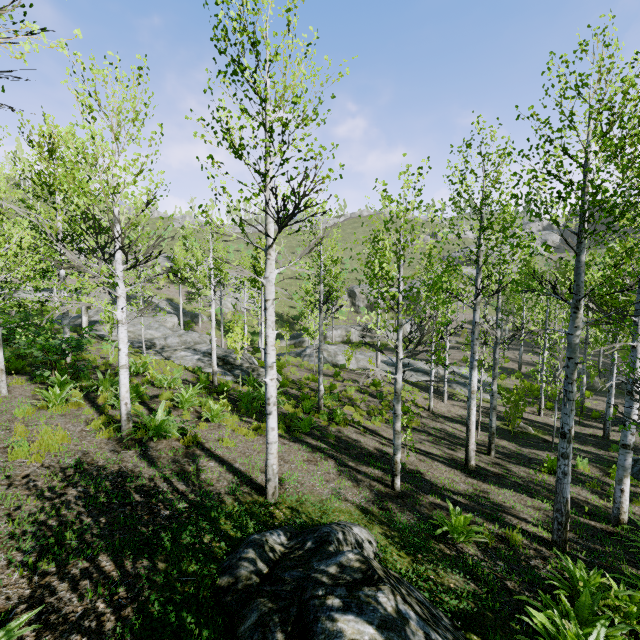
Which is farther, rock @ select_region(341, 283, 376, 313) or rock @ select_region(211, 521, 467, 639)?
rock @ select_region(341, 283, 376, 313)

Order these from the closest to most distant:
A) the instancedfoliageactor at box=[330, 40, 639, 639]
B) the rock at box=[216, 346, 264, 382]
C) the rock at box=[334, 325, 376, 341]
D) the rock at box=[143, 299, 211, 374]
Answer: the instancedfoliageactor at box=[330, 40, 639, 639] → the rock at box=[216, 346, 264, 382] → the rock at box=[143, 299, 211, 374] → the rock at box=[334, 325, 376, 341]

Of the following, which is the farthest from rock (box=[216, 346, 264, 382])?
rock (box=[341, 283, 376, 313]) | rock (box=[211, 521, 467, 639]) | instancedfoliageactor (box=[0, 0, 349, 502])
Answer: rock (box=[341, 283, 376, 313])

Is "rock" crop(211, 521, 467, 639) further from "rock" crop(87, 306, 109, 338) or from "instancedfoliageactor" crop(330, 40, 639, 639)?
"rock" crop(87, 306, 109, 338)

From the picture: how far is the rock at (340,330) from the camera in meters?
39.7 m

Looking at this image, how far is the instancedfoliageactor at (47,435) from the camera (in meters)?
5.70

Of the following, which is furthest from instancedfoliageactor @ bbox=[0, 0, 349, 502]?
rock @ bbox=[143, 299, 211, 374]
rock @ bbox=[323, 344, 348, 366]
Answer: rock @ bbox=[323, 344, 348, 366]

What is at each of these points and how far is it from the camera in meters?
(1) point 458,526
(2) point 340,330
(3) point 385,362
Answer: (1) instancedfoliageactor, 5.7
(2) rock, 39.9
(3) rock, 27.1
